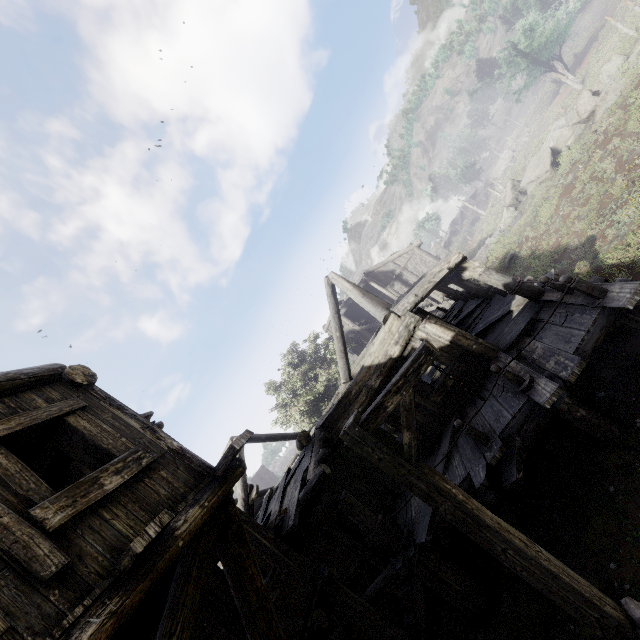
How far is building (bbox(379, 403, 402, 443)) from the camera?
9.6m

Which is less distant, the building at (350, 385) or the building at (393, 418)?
A: the building at (350, 385)

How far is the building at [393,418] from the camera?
9.6 meters

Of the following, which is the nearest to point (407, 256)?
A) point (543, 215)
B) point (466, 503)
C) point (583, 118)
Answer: point (583, 118)

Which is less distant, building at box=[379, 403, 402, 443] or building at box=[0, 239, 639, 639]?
building at box=[0, 239, 639, 639]

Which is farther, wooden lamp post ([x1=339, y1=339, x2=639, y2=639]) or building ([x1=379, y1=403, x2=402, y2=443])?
building ([x1=379, y1=403, x2=402, y2=443])
